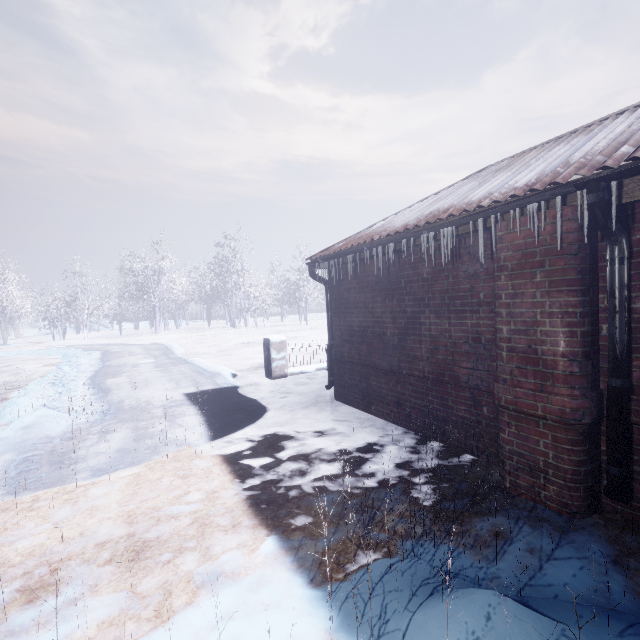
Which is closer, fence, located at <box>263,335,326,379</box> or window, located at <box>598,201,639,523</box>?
window, located at <box>598,201,639,523</box>

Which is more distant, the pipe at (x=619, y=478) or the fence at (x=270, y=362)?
the fence at (x=270, y=362)

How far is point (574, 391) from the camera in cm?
219

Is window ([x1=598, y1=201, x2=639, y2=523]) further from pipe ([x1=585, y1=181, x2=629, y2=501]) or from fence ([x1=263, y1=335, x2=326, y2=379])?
fence ([x1=263, y1=335, x2=326, y2=379])

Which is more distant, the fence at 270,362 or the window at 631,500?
the fence at 270,362

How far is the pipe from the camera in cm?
195

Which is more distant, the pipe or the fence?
the fence
